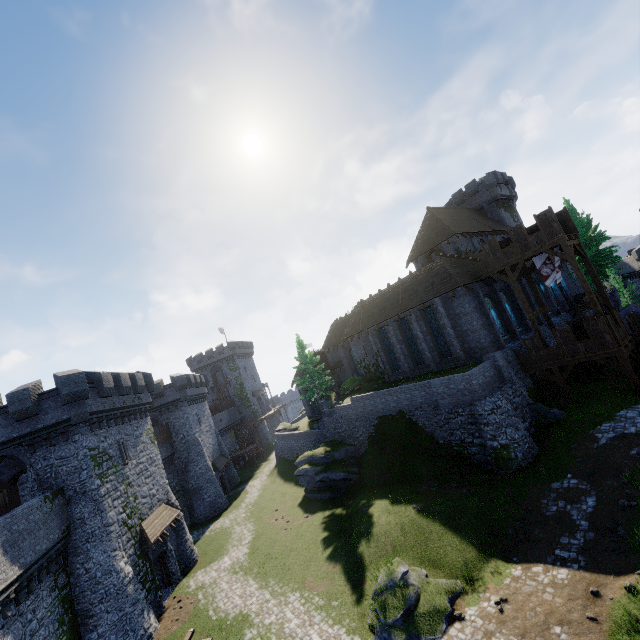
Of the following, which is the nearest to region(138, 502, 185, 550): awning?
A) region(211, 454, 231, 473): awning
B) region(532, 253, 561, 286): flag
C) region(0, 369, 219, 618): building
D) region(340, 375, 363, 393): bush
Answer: region(0, 369, 219, 618): building

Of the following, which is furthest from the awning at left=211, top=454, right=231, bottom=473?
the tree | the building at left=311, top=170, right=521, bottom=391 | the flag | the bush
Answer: the tree

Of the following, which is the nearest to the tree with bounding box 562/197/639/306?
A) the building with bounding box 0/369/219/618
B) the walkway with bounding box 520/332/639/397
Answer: the walkway with bounding box 520/332/639/397

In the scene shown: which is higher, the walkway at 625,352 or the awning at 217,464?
the walkway at 625,352

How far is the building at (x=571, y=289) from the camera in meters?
38.2

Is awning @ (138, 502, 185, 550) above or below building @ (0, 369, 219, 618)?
below

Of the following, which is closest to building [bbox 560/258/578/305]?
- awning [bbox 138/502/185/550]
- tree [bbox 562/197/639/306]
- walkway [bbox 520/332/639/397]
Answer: tree [bbox 562/197/639/306]

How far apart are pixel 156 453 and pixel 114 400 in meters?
7.5
